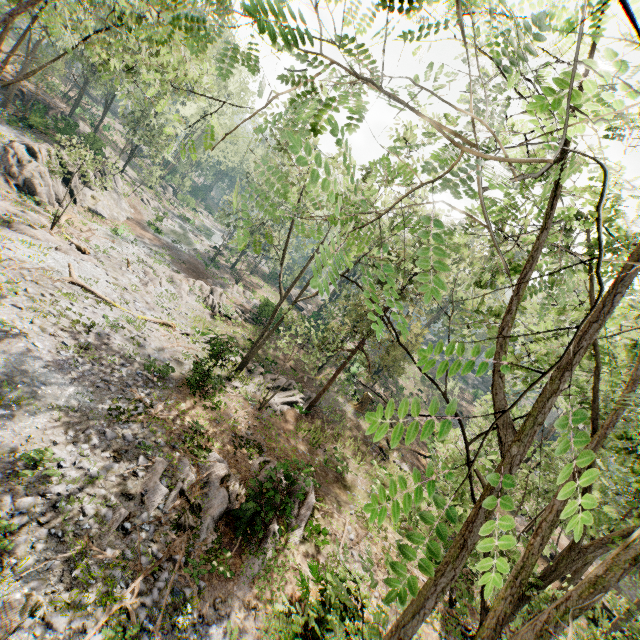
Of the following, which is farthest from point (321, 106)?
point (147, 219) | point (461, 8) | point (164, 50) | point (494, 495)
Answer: point (147, 219)

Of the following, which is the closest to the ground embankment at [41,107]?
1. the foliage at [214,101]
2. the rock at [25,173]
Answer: the foliage at [214,101]

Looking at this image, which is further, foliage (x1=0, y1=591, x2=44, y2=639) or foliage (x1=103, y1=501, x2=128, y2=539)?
foliage (x1=103, y1=501, x2=128, y2=539)

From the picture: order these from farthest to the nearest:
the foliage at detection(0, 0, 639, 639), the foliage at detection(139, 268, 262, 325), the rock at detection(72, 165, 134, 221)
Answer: the rock at detection(72, 165, 134, 221)
the foliage at detection(139, 268, 262, 325)
the foliage at detection(0, 0, 639, 639)

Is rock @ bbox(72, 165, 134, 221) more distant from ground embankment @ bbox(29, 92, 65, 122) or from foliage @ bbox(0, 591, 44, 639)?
ground embankment @ bbox(29, 92, 65, 122)

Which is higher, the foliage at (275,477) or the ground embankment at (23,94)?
the ground embankment at (23,94)

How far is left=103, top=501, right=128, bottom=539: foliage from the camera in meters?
9.1 m
